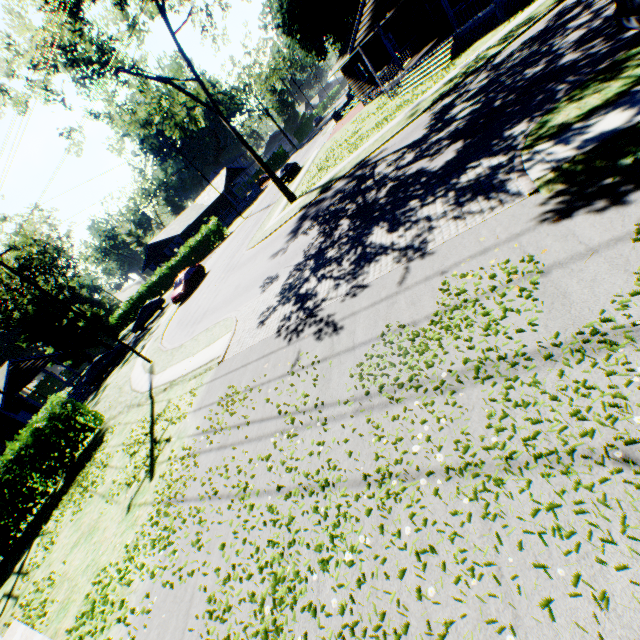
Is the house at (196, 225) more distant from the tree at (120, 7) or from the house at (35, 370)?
the tree at (120, 7)

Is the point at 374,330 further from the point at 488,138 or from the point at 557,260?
the point at 488,138

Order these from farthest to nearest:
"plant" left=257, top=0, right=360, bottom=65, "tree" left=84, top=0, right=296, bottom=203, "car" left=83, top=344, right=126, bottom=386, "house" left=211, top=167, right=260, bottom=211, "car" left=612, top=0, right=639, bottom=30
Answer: "house" left=211, top=167, right=260, bottom=211 < "plant" left=257, top=0, right=360, bottom=65 < "car" left=83, top=344, right=126, bottom=386 < "tree" left=84, top=0, right=296, bottom=203 < "car" left=612, top=0, right=639, bottom=30

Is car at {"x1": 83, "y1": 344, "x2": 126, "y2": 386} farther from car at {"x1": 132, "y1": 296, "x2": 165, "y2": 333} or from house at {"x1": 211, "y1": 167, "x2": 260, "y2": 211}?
house at {"x1": 211, "y1": 167, "x2": 260, "y2": 211}

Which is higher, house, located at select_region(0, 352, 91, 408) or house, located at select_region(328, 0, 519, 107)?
house, located at select_region(0, 352, 91, 408)

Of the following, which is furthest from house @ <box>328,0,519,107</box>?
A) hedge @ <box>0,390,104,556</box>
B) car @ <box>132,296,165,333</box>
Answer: car @ <box>132,296,165,333</box>

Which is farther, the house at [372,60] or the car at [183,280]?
the car at [183,280]

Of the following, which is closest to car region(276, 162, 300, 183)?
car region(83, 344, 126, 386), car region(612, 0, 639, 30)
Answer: car region(83, 344, 126, 386)
